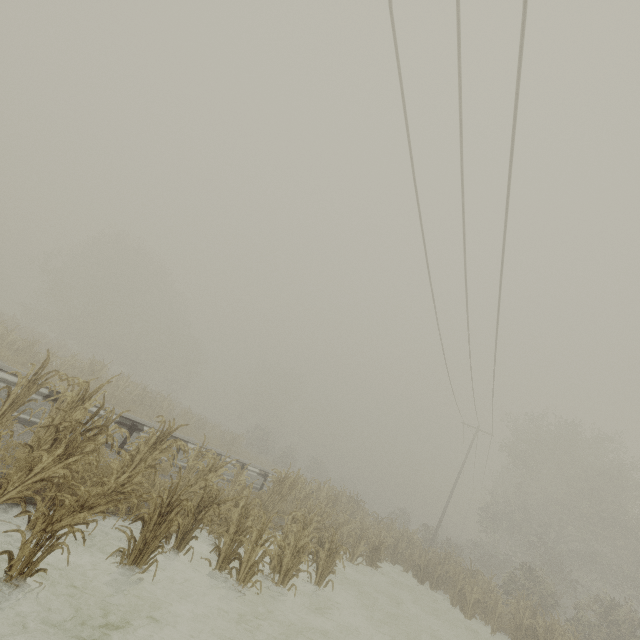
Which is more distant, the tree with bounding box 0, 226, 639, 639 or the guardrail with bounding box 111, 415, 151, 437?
the guardrail with bounding box 111, 415, 151, 437

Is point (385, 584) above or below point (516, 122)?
below

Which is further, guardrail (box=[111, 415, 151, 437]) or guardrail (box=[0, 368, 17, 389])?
guardrail (box=[111, 415, 151, 437])

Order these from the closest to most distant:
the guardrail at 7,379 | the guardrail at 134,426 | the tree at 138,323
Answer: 1. the tree at 138,323
2. the guardrail at 7,379
3. the guardrail at 134,426

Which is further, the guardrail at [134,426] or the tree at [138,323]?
the guardrail at [134,426]

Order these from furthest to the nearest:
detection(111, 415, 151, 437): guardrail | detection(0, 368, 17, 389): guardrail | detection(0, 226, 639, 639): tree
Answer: detection(111, 415, 151, 437): guardrail < detection(0, 368, 17, 389): guardrail < detection(0, 226, 639, 639): tree

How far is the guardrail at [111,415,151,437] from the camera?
9.3 meters
